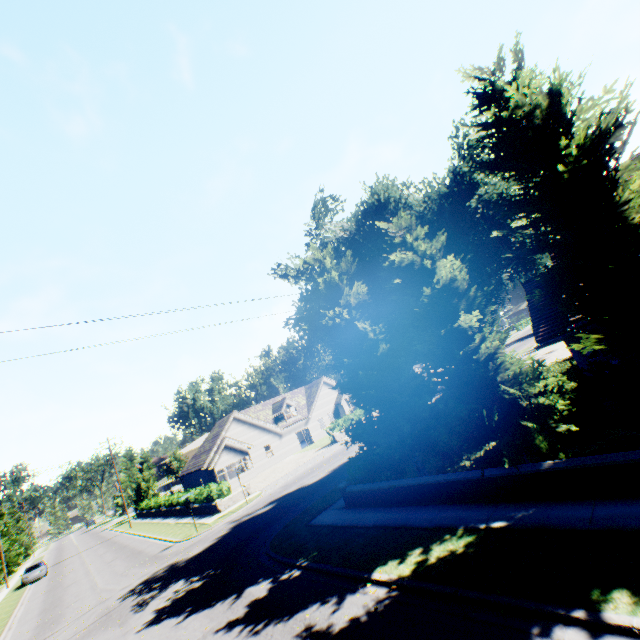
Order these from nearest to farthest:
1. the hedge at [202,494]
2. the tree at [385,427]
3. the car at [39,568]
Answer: the tree at [385,427] < the hedge at [202,494] < the car at [39,568]

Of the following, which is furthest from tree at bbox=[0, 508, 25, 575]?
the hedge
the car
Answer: the hedge

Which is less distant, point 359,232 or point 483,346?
point 483,346

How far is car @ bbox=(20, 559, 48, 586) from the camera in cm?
3297

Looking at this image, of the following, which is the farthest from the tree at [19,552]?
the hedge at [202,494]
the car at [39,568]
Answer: the hedge at [202,494]

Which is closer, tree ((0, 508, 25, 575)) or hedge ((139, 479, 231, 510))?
hedge ((139, 479, 231, 510))
